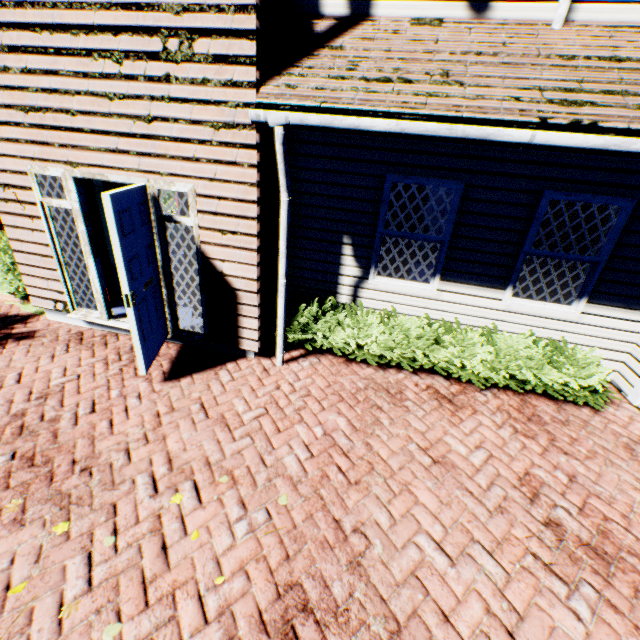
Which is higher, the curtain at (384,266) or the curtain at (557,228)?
the curtain at (557,228)

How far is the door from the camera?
3.36m

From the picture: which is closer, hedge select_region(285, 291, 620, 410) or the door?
the door

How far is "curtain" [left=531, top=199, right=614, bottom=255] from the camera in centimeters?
439cm

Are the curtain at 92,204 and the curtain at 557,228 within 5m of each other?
no

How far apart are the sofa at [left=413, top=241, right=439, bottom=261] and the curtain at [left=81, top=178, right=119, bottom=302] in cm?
632

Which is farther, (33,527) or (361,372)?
(361,372)

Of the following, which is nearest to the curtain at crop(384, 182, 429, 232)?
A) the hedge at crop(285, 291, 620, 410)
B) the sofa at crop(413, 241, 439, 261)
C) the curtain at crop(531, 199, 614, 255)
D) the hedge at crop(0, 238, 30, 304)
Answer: the hedge at crop(285, 291, 620, 410)
